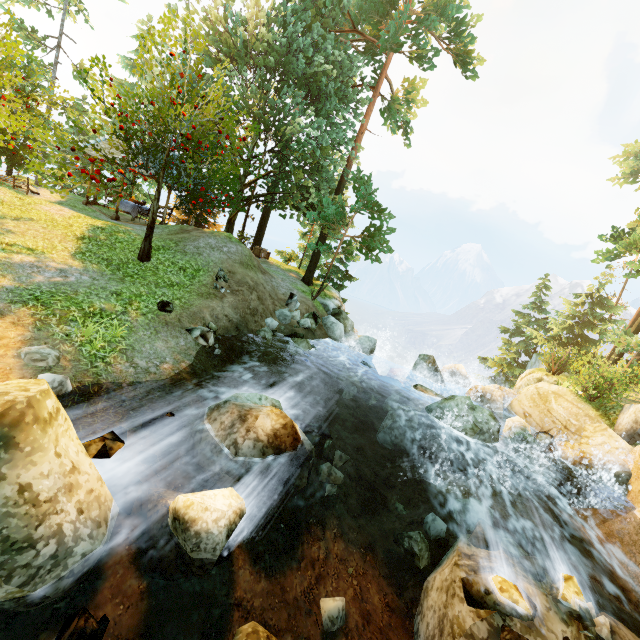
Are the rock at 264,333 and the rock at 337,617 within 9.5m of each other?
yes

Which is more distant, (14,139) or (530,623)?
(14,139)

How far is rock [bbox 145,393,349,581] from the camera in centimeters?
421cm

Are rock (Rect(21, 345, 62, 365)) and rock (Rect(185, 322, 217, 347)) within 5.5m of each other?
yes

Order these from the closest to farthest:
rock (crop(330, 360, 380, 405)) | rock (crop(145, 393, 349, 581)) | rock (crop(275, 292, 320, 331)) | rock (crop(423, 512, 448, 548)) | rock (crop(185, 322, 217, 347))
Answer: rock (crop(145, 393, 349, 581)), rock (crop(423, 512, 448, 548)), rock (crop(185, 322, 217, 347)), rock (crop(330, 360, 380, 405)), rock (crop(275, 292, 320, 331))

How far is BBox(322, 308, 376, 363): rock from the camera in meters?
16.8

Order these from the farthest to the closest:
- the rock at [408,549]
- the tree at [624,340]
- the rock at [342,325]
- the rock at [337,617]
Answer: the tree at [624,340], the rock at [342,325], the rock at [408,549], the rock at [337,617]

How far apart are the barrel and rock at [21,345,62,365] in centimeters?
1479cm
